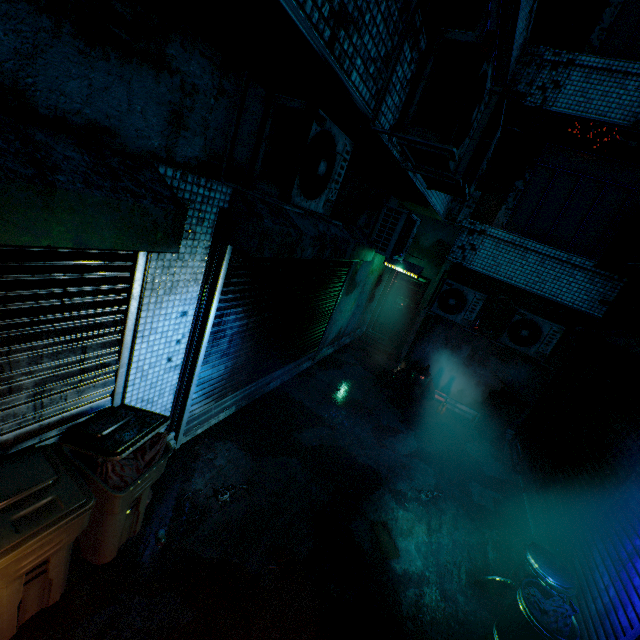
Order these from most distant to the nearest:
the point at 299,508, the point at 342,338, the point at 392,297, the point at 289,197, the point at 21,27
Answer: the point at 392,297, the point at 342,338, the point at 299,508, the point at 289,197, the point at 21,27

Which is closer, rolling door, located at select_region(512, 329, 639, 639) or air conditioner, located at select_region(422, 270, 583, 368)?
rolling door, located at select_region(512, 329, 639, 639)

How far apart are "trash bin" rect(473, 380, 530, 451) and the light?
2.99m

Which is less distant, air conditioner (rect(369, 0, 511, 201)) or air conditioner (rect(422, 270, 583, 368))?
air conditioner (rect(369, 0, 511, 201))

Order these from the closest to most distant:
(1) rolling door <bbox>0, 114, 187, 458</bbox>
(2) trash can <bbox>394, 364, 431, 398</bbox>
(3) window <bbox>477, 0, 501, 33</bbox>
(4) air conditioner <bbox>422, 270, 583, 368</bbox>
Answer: (1) rolling door <bbox>0, 114, 187, 458</bbox> → (3) window <bbox>477, 0, 501, 33</bbox> → (4) air conditioner <bbox>422, 270, 583, 368</bbox> → (2) trash can <bbox>394, 364, 431, 398</bbox>

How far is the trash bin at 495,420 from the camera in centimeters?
625cm

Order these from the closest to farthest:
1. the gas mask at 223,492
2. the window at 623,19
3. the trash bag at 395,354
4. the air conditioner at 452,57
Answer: the air conditioner at 452,57 → the gas mask at 223,492 → the window at 623,19 → the trash bag at 395,354

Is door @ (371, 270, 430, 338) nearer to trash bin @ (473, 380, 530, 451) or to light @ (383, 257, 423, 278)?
light @ (383, 257, 423, 278)
